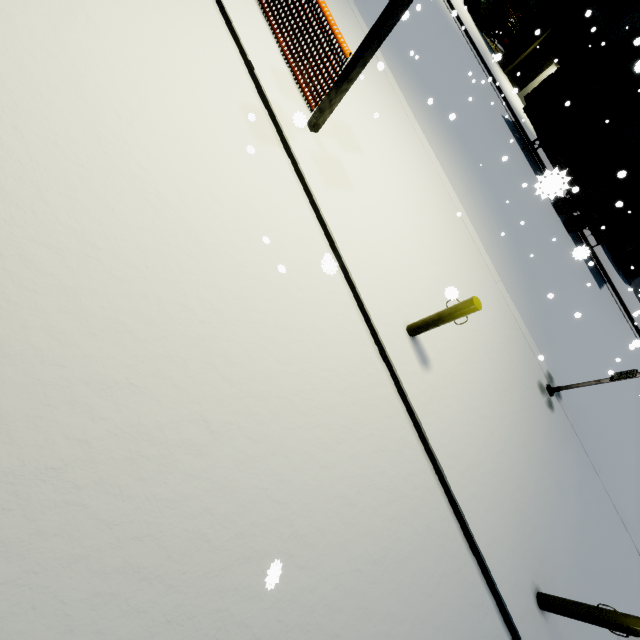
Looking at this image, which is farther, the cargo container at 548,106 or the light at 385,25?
the cargo container at 548,106

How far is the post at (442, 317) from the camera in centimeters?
430cm

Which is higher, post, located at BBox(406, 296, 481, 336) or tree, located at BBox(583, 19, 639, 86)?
tree, located at BBox(583, 19, 639, 86)

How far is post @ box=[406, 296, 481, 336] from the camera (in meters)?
Result: 4.30

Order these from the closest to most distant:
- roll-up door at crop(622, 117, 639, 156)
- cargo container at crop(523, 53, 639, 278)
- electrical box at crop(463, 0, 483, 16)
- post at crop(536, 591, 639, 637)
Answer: post at crop(536, 591, 639, 637), cargo container at crop(523, 53, 639, 278), roll-up door at crop(622, 117, 639, 156), electrical box at crop(463, 0, 483, 16)

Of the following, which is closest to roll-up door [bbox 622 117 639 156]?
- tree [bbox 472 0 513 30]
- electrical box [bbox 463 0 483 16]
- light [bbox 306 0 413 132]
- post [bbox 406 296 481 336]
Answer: tree [bbox 472 0 513 30]

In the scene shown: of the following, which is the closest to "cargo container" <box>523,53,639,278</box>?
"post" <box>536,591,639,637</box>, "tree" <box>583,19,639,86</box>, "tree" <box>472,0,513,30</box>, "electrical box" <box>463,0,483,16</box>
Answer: "tree" <box>583,19,639,86</box>

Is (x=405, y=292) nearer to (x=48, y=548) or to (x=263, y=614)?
(x=263, y=614)
